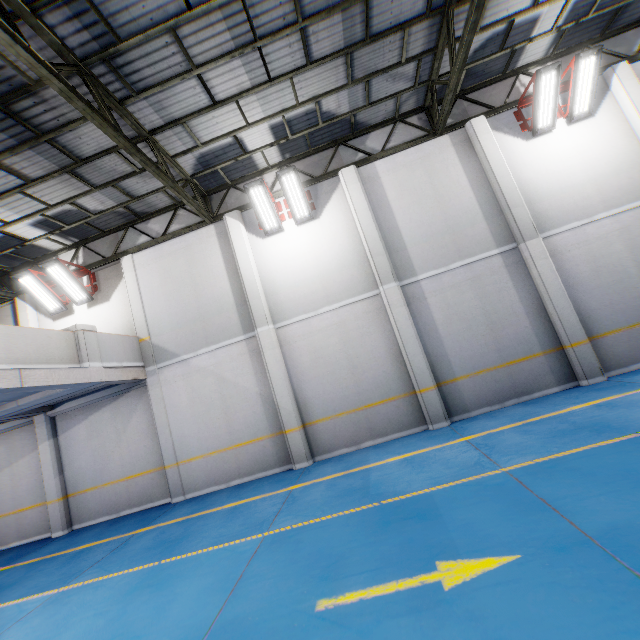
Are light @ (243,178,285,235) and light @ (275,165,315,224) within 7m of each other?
yes

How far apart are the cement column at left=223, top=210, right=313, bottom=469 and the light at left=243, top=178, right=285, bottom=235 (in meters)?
0.51

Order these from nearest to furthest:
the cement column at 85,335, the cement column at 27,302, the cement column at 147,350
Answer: the cement column at 85,335 < the cement column at 147,350 < the cement column at 27,302

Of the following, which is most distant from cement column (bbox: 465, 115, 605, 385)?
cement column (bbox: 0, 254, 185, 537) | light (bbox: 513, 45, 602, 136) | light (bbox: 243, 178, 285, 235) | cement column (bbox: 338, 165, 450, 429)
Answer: cement column (bbox: 0, 254, 185, 537)

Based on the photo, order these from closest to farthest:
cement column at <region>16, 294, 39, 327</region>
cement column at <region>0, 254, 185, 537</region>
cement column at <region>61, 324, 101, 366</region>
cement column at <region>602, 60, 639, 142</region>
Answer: cement column at <region>61, 324, 101, 366</region>, cement column at <region>602, 60, 639, 142</region>, cement column at <region>0, 254, 185, 537</region>, cement column at <region>16, 294, 39, 327</region>

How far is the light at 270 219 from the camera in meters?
9.2 m

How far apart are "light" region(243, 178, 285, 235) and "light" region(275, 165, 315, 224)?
0.1m

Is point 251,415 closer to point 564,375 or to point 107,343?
point 107,343
